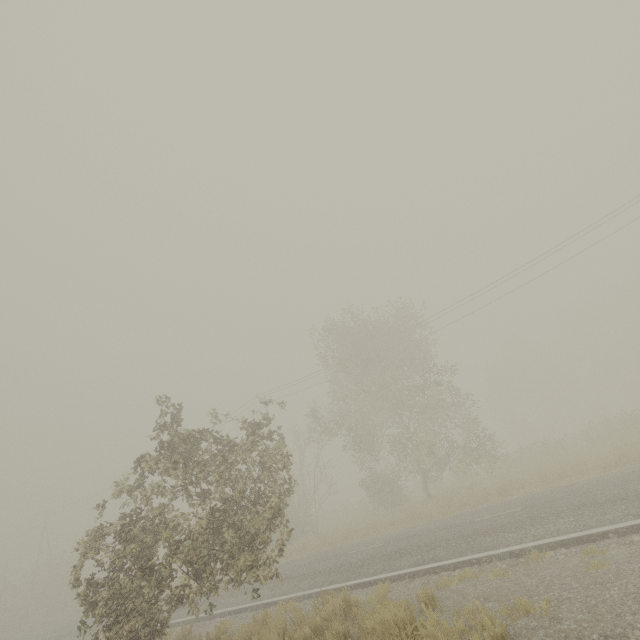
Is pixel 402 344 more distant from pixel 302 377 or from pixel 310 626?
pixel 310 626
